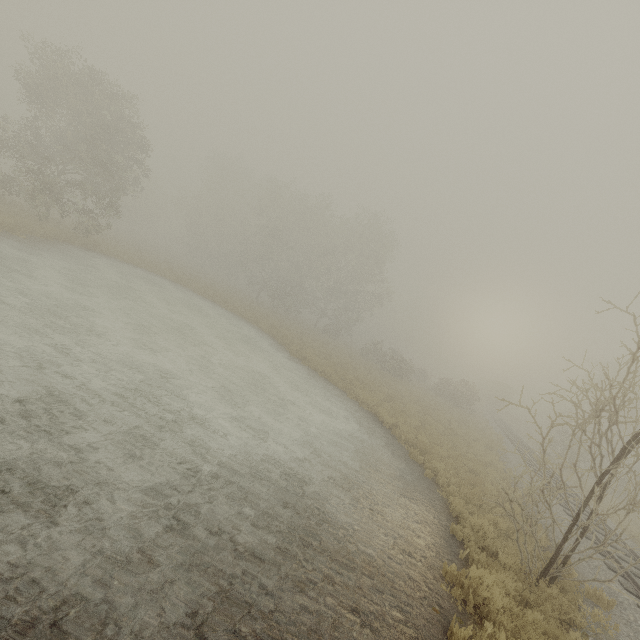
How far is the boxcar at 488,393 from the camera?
51.8 meters

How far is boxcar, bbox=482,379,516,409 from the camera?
51.8m

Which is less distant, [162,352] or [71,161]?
[162,352]
